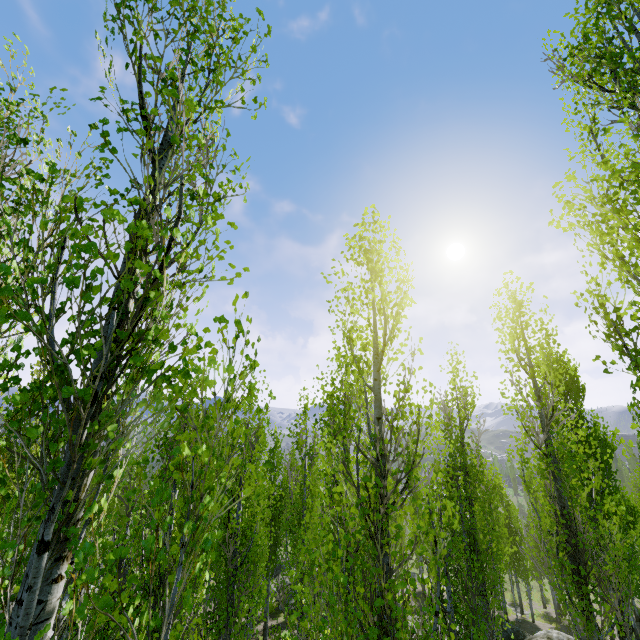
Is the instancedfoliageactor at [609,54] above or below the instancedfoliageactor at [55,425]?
above

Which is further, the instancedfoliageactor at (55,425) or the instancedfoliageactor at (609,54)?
the instancedfoliageactor at (609,54)

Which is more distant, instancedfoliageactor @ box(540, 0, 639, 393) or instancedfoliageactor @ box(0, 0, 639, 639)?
instancedfoliageactor @ box(540, 0, 639, 393)

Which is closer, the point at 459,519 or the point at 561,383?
the point at 459,519

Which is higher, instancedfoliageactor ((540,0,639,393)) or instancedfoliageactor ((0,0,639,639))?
instancedfoliageactor ((540,0,639,393))
